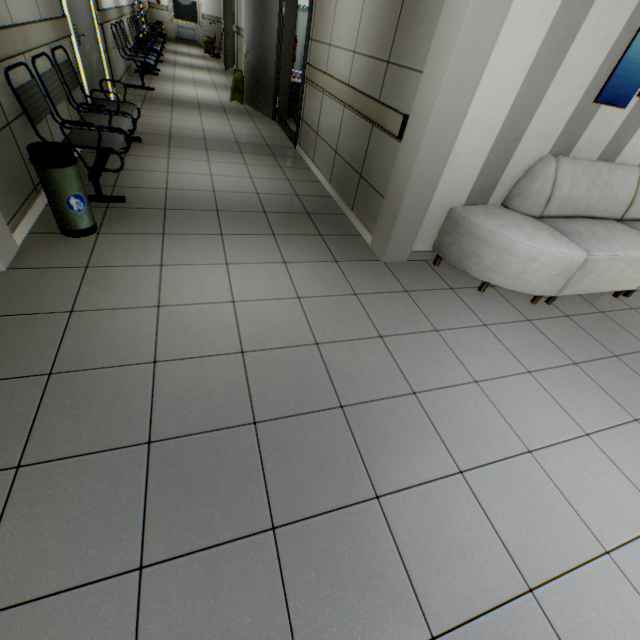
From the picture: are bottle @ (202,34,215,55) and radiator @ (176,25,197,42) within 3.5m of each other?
yes

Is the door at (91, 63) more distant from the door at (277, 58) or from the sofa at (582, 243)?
the sofa at (582, 243)

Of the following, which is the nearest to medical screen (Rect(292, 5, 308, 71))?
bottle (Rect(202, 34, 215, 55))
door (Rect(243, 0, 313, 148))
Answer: door (Rect(243, 0, 313, 148))

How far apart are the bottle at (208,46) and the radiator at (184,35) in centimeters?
233cm

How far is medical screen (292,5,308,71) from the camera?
7.5 meters

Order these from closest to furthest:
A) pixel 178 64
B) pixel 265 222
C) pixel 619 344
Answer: pixel 619 344, pixel 265 222, pixel 178 64

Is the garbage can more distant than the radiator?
No

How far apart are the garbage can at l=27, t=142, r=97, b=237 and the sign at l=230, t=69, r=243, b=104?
6.19m
